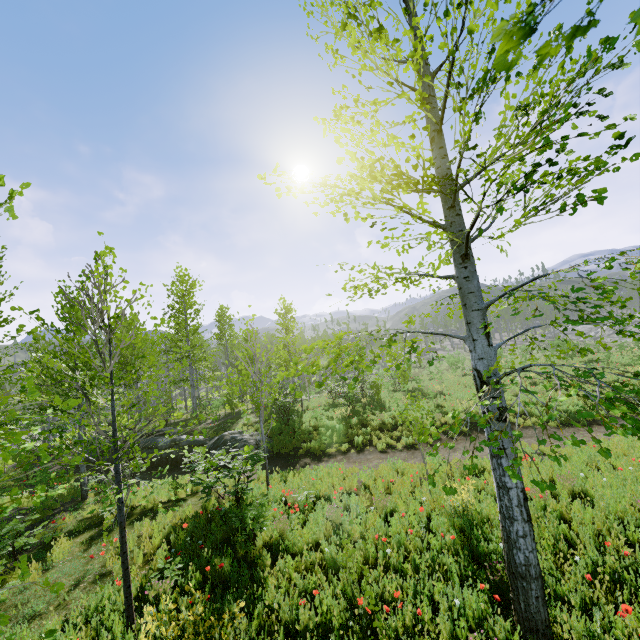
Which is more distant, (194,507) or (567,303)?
(194,507)

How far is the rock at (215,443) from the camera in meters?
15.0 m

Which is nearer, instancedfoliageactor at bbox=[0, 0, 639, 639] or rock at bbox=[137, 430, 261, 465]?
instancedfoliageactor at bbox=[0, 0, 639, 639]

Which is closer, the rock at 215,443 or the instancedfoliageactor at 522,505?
the instancedfoliageactor at 522,505

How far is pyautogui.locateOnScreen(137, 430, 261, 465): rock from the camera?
15.0m
